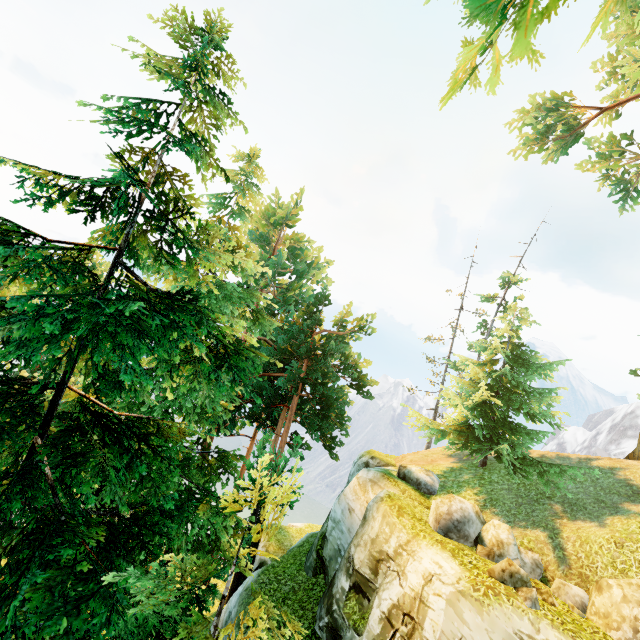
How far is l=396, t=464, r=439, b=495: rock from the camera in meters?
15.5 m

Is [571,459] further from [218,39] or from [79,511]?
[218,39]

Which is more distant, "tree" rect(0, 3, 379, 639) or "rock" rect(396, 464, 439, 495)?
"rock" rect(396, 464, 439, 495)

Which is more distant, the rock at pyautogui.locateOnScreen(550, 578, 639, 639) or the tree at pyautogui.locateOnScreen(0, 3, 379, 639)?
the rock at pyautogui.locateOnScreen(550, 578, 639, 639)

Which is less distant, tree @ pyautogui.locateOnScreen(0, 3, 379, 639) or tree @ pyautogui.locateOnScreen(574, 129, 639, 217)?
tree @ pyautogui.locateOnScreen(0, 3, 379, 639)

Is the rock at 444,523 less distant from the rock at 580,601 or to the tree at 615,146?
the rock at 580,601

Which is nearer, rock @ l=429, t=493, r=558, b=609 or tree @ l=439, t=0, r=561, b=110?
tree @ l=439, t=0, r=561, b=110

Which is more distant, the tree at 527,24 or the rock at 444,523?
the rock at 444,523
